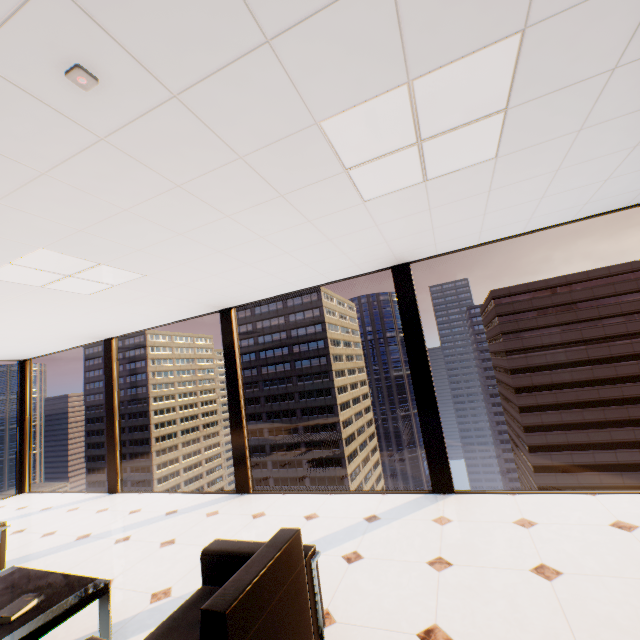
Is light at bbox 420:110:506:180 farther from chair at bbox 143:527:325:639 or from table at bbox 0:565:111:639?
table at bbox 0:565:111:639

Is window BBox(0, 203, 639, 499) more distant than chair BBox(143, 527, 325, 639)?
Yes

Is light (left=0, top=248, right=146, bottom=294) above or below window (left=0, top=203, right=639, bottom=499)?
above

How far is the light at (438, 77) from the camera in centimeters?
150cm

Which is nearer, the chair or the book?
the chair

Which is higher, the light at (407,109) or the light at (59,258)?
the light at (59,258)

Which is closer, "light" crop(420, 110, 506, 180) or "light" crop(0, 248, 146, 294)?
"light" crop(420, 110, 506, 180)

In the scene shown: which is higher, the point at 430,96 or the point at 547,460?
the point at 430,96
